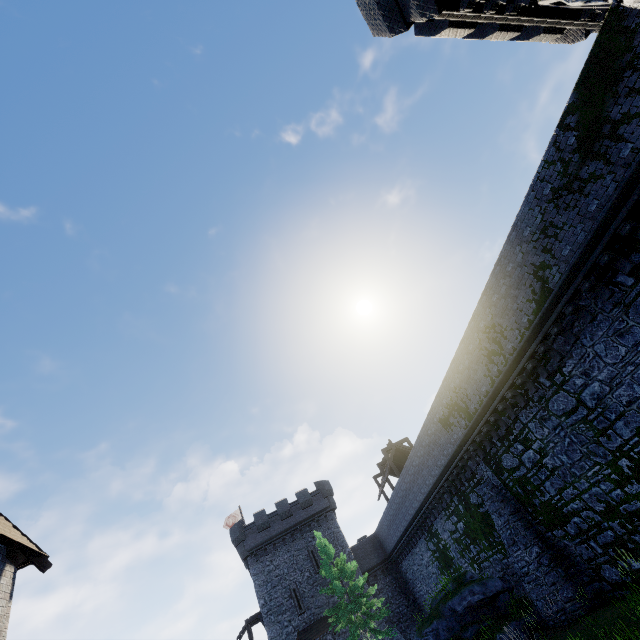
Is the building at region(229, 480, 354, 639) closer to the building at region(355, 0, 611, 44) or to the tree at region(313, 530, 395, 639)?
the tree at region(313, 530, 395, 639)

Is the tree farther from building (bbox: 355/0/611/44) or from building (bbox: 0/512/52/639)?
building (bbox: 355/0/611/44)

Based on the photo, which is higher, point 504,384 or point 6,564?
point 6,564

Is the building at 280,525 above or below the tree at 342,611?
above

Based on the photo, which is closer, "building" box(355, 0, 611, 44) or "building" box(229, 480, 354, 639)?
"building" box(355, 0, 611, 44)

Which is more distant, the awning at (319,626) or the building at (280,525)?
the building at (280,525)

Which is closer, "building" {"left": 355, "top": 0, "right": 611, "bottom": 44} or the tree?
"building" {"left": 355, "top": 0, "right": 611, "bottom": 44}

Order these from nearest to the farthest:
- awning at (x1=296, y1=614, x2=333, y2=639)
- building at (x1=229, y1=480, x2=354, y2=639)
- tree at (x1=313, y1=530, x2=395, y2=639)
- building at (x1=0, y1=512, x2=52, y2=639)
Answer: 1. building at (x1=0, y1=512, x2=52, y2=639)
2. tree at (x1=313, y1=530, x2=395, y2=639)
3. awning at (x1=296, y1=614, x2=333, y2=639)
4. building at (x1=229, y1=480, x2=354, y2=639)
